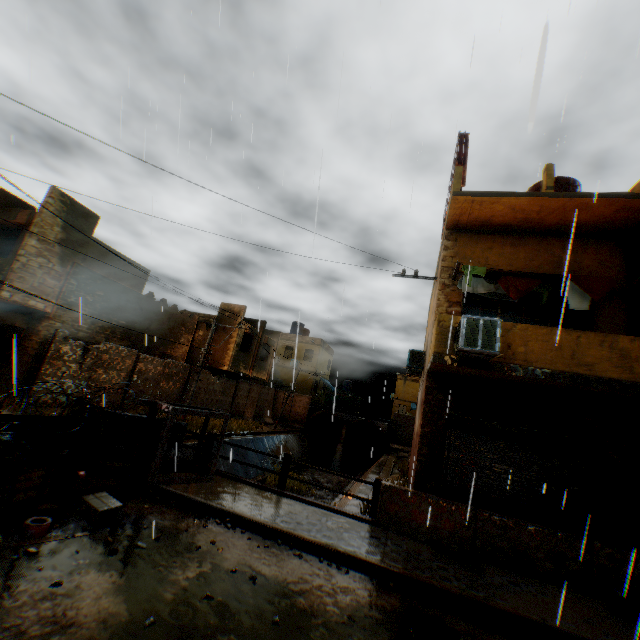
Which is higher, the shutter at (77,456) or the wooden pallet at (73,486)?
the shutter at (77,456)

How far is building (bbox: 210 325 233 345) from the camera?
23.67m

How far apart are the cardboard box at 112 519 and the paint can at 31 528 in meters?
→ 0.5 m

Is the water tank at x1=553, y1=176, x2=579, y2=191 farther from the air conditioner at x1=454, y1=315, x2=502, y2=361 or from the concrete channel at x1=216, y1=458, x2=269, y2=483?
the concrete channel at x1=216, y1=458, x2=269, y2=483

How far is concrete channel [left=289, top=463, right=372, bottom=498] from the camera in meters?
13.3

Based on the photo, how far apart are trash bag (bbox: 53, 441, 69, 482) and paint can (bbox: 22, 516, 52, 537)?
0.9m

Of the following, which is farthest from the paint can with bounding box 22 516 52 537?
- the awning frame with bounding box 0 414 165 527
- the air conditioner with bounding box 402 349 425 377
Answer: the air conditioner with bounding box 402 349 425 377

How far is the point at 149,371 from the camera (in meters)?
16.66
